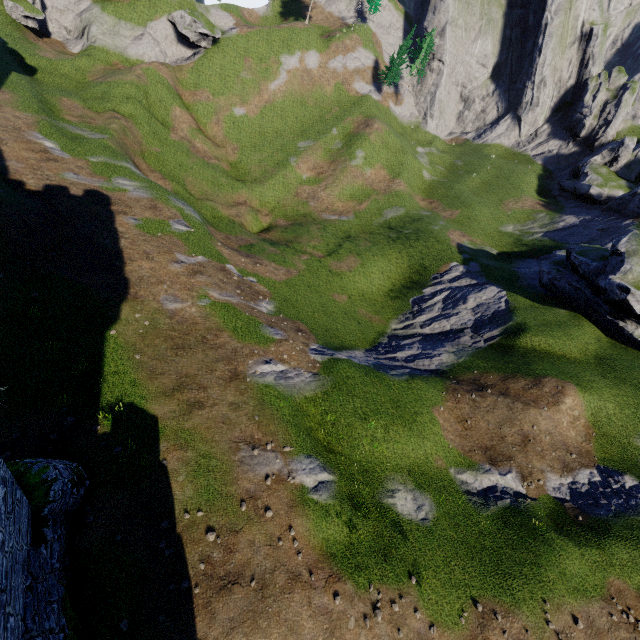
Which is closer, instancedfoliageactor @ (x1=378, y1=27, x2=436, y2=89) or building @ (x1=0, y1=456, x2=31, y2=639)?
building @ (x1=0, y1=456, x2=31, y2=639)

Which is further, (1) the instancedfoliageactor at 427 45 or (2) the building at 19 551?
(1) the instancedfoliageactor at 427 45

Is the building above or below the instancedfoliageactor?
below

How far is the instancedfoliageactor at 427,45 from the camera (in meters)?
55.63

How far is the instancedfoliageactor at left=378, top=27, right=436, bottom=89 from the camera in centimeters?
5563cm

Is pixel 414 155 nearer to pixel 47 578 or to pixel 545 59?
pixel 545 59
